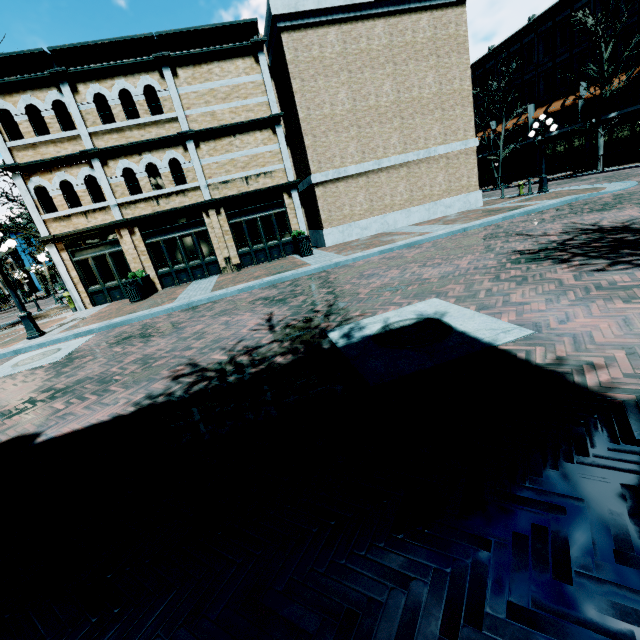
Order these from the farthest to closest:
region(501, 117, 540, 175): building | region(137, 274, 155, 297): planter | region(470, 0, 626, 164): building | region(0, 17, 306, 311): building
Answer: region(501, 117, 540, 175): building < region(470, 0, 626, 164): building < region(137, 274, 155, 297): planter < region(0, 17, 306, 311): building

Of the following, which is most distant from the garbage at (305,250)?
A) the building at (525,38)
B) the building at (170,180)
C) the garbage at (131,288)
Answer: the building at (525,38)

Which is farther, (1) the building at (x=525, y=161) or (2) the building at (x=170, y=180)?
(1) the building at (x=525, y=161)

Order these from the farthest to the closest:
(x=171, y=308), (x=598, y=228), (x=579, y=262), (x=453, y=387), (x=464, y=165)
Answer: (x=464, y=165) < (x=171, y=308) < (x=598, y=228) < (x=579, y=262) < (x=453, y=387)

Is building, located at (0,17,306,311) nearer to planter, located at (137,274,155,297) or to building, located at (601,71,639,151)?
planter, located at (137,274,155,297)

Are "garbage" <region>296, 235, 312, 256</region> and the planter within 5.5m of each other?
no

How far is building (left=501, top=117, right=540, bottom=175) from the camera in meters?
32.4 m

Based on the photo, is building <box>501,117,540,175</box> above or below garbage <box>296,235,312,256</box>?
above
